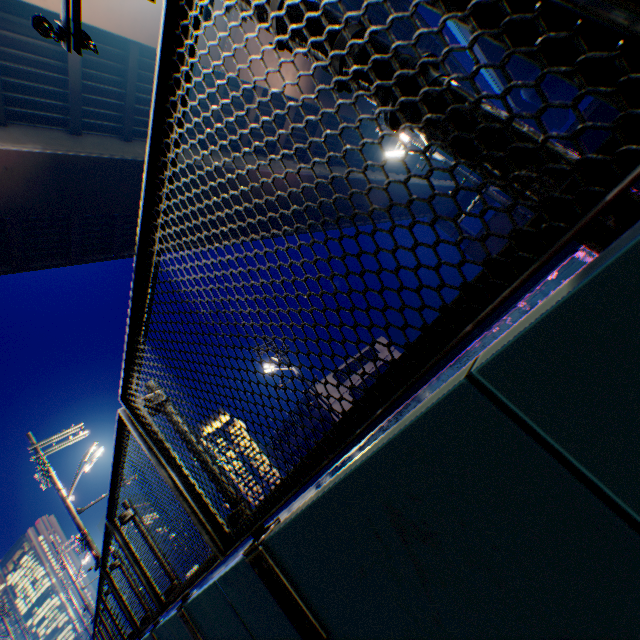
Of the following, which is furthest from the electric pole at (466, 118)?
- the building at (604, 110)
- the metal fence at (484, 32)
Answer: the building at (604, 110)

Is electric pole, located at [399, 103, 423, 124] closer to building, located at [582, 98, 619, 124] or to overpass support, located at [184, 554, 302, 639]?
overpass support, located at [184, 554, 302, 639]

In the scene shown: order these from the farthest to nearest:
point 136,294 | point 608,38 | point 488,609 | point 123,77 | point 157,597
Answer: A: point 123,77 < point 157,597 < point 136,294 < point 488,609 < point 608,38

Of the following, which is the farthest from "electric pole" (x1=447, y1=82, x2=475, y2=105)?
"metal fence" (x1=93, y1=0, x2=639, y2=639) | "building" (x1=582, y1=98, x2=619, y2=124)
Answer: "building" (x1=582, y1=98, x2=619, y2=124)

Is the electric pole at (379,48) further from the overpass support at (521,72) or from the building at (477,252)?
the building at (477,252)

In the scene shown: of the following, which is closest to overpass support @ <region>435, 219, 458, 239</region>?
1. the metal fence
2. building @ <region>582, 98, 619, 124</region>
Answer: building @ <region>582, 98, 619, 124</region>
